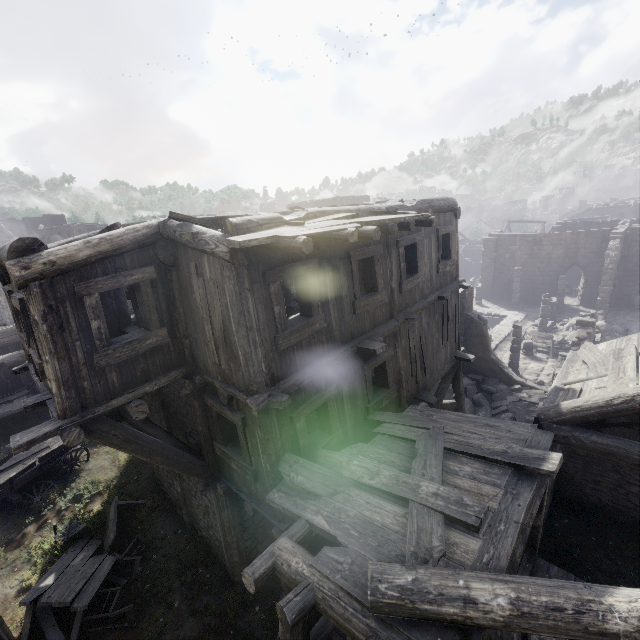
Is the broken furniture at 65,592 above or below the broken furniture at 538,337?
above

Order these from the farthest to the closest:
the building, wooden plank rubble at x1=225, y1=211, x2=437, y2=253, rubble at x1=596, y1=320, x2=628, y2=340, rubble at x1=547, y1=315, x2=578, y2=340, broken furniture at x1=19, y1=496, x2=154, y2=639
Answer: rubble at x1=547, y1=315, x2=578, y2=340
rubble at x1=596, y1=320, x2=628, y2=340
broken furniture at x1=19, y1=496, x2=154, y2=639
wooden plank rubble at x1=225, y1=211, x2=437, y2=253
the building

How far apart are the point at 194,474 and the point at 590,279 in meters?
35.5

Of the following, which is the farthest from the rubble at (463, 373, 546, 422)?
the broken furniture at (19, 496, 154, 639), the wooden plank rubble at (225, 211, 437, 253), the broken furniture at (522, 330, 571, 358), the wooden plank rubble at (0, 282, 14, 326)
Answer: the wooden plank rubble at (0, 282, 14, 326)

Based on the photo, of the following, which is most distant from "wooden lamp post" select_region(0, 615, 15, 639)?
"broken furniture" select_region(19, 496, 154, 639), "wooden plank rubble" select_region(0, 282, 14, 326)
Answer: "wooden plank rubble" select_region(0, 282, 14, 326)

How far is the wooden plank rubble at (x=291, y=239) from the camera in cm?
450

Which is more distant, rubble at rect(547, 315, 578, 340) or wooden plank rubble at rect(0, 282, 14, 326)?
rubble at rect(547, 315, 578, 340)

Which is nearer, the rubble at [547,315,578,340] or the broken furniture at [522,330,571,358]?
the broken furniture at [522,330,571,358]
